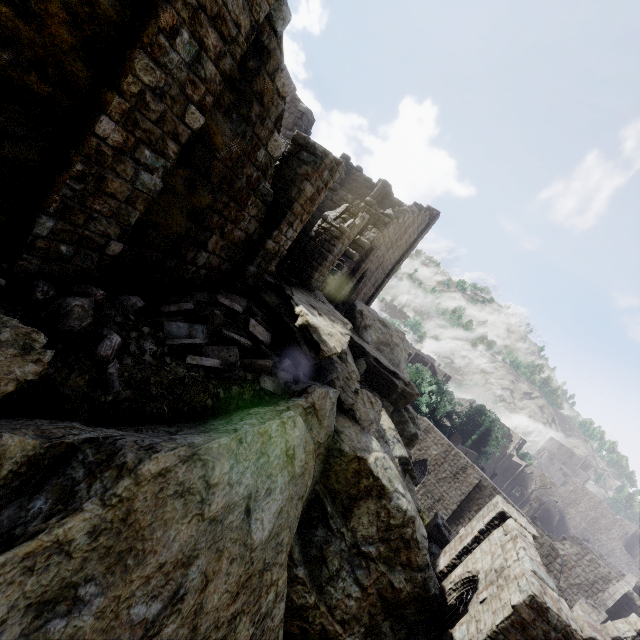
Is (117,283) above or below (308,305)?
below

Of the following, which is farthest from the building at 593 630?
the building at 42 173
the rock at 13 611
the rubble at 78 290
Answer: the rubble at 78 290

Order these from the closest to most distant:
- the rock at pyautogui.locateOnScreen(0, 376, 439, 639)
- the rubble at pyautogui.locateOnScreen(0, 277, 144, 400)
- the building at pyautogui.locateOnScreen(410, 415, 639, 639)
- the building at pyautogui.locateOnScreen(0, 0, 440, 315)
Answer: the rock at pyautogui.locateOnScreen(0, 376, 439, 639) → the building at pyautogui.locateOnScreen(0, 0, 440, 315) → the rubble at pyautogui.locateOnScreen(0, 277, 144, 400) → the building at pyautogui.locateOnScreen(410, 415, 639, 639)

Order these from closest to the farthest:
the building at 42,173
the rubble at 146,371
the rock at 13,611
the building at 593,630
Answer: the rock at 13,611, the building at 42,173, the rubble at 146,371, the building at 593,630

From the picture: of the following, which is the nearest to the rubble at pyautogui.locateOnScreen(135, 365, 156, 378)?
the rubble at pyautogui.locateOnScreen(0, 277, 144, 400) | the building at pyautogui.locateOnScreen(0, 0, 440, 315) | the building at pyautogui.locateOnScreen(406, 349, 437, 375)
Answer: the rubble at pyautogui.locateOnScreen(0, 277, 144, 400)

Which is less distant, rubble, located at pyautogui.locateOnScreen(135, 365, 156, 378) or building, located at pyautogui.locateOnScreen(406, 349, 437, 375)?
rubble, located at pyautogui.locateOnScreen(135, 365, 156, 378)

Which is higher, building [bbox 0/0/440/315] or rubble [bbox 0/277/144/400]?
building [bbox 0/0/440/315]

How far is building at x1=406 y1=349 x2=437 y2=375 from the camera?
55.9m
